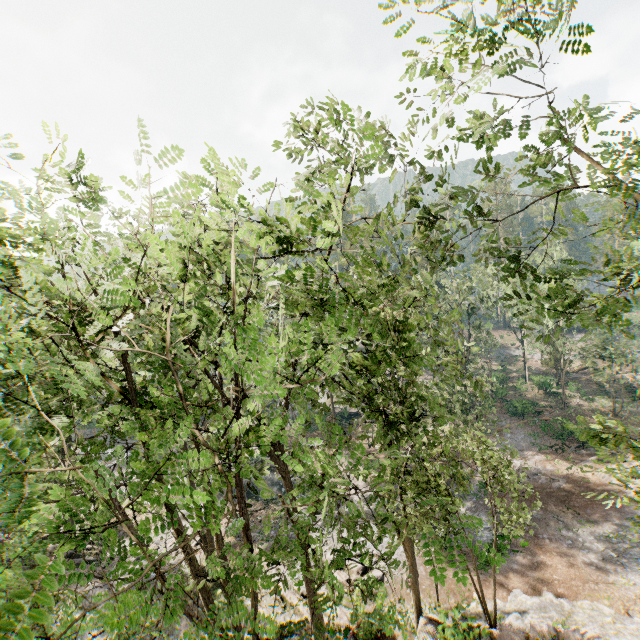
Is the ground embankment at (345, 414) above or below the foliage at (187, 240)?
below

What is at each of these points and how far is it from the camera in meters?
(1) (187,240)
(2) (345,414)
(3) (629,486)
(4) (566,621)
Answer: (1) foliage, 3.3 m
(2) ground embankment, 45.2 m
(3) foliage, 11.1 m
(4) rock, 15.8 m

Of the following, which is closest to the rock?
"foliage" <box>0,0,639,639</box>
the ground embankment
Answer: "foliage" <box>0,0,639,639</box>

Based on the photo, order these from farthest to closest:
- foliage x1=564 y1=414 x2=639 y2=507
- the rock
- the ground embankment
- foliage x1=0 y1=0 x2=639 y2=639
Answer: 1. the ground embankment
2. the rock
3. foliage x1=564 y1=414 x2=639 y2=507
4. foliage x1=0 y1=0 x2=639 y2=639

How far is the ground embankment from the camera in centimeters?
4372cm

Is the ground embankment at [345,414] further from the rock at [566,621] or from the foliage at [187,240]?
the rock at [566,621]

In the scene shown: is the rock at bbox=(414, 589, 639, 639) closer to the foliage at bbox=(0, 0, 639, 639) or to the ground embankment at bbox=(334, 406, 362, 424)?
the foliage at bbox=(0, 0, 639, 639)
